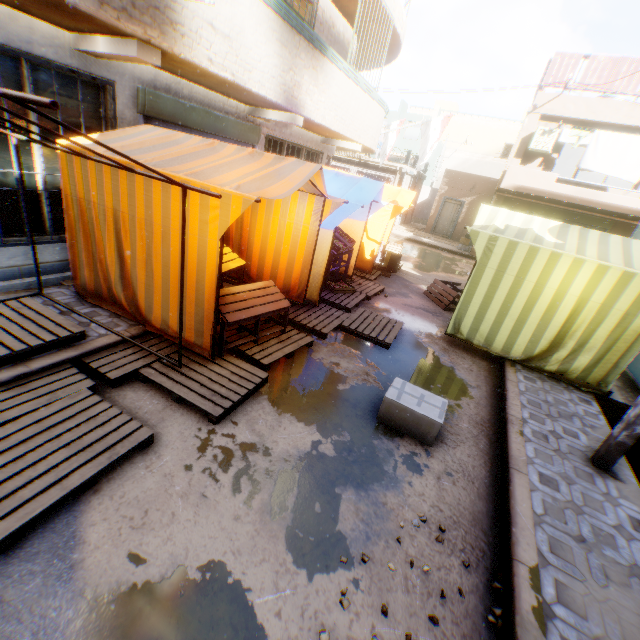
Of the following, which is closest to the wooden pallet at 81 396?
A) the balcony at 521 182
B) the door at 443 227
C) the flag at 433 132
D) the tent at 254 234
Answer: the tent at 254 234

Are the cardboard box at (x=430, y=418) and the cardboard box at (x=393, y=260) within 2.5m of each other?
no

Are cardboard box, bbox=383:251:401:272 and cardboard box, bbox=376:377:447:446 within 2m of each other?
no

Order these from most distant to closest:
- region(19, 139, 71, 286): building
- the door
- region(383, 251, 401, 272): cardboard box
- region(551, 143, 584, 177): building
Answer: the door < region(551, 143, 584, 177): building < region(383, 251, 401, 272): cardboard box < region(19, 139, 71, 286): building

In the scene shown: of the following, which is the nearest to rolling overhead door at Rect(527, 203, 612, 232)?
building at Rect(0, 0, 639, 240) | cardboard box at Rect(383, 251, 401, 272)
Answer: building at Rect(0, 0, 639, 240)

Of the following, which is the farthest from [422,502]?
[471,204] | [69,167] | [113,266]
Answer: [471,204]

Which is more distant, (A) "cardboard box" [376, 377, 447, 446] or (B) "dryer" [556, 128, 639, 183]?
(B) "dryer" [556, 128, 639, 183]

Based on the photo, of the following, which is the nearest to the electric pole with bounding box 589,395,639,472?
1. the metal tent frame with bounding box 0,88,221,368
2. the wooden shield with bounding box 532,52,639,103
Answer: the wooden shield with bounding box 532,52,639,103
